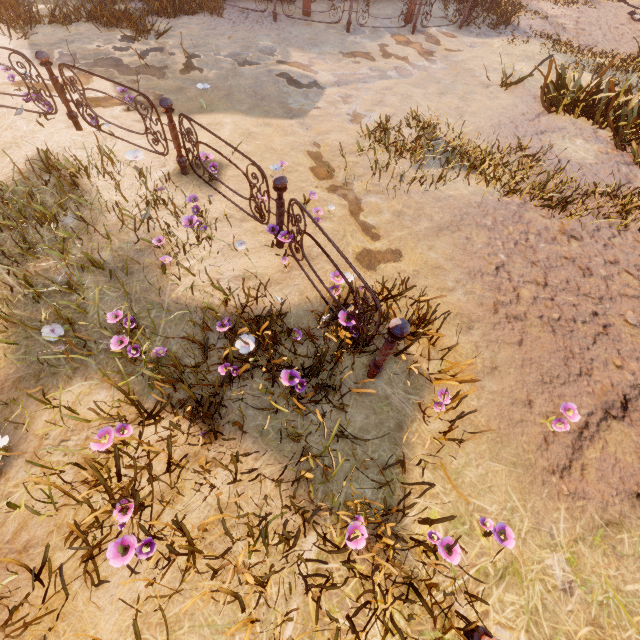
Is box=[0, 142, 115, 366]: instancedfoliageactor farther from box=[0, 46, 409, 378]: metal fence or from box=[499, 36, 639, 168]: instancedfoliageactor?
box=[499, 36, 639, 168]: instancedfoliageactor

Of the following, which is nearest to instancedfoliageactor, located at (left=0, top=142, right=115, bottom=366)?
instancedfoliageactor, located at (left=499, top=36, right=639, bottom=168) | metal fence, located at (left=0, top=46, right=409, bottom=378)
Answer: metal fence, located at (left=0, top=46, right=409, bottom=378)

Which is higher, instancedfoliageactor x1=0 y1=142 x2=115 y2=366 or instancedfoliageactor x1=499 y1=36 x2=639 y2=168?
instancedfoliageactor x1=499 y1=36 x2=639 y2=168

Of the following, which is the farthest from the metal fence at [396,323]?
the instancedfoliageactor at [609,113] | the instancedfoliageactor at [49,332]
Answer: the instancedfoliageactor at [609,113]

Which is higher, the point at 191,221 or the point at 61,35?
the point at 191,221

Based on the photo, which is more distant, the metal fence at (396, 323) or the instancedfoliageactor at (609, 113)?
the instancedfoliageactor at (609, 113)

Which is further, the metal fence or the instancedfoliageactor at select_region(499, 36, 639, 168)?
the instancedfoliageactor at select_region(499, 36, 639, 168)
